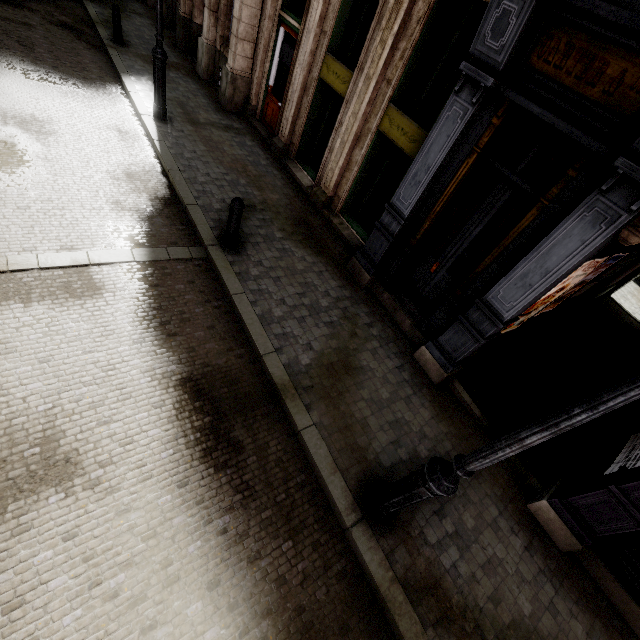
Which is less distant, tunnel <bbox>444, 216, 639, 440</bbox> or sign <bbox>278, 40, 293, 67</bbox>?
tunnel <bbox>444, 216, 639, 440</bbox>

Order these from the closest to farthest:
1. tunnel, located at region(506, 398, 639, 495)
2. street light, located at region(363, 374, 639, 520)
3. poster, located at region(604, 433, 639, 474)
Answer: street light, located at region(363, 374, 639, 520), poster, located at region(604, 433, 639, 474), tunnel, located at region(506, 398, 639, 495)

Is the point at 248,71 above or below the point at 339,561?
above

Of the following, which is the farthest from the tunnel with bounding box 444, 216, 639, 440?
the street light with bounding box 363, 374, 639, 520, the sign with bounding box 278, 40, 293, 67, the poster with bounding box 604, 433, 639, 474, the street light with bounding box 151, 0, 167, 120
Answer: the street light with bounding box 151, 0, 167, 120

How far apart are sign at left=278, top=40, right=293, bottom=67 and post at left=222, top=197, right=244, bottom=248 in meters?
5.6

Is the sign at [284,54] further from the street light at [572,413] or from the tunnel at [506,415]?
the street light at [572,413]

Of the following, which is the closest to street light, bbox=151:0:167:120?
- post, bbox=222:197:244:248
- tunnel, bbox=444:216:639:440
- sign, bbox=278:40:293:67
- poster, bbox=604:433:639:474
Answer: sign, bbox=278:40:293:67

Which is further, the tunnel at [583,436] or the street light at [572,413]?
the tunnel at [583,436]
